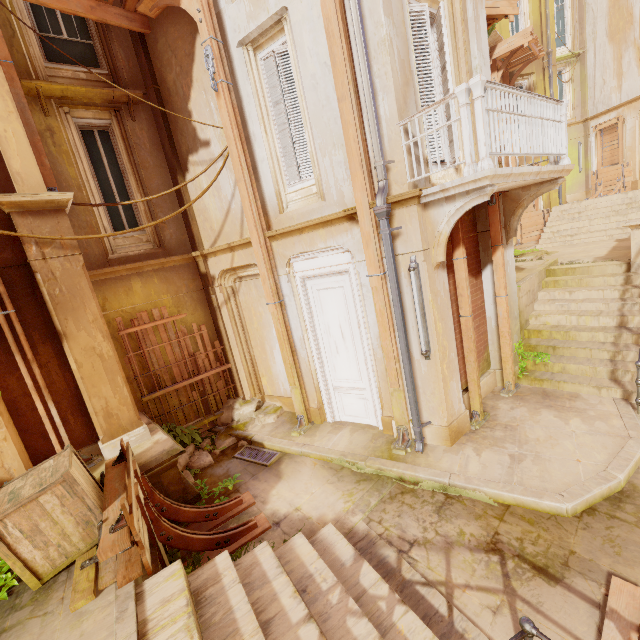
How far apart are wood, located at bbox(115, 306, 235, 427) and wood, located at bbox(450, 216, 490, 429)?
5.8m

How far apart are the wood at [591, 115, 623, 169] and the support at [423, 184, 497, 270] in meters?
21.1 m

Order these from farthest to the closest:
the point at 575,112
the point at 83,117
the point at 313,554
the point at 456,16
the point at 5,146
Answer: the point at 575,112, the point at 83,117, the point at 456,16, the point at 5,146, the point at 313,554

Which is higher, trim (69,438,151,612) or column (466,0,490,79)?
column (466,0,490,79)

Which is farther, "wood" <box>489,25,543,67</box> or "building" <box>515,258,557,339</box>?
"wood" <box>489,25,543,67</box>

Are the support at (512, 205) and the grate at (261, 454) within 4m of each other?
no

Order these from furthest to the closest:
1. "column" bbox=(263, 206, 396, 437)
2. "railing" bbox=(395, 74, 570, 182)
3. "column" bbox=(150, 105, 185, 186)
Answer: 1. "column" bbox=(150, 105, 185, 186)
2. "column" bbox=(263, 206, 396, 437)
3. "railing" bbox=(395, 74, 570, 182)

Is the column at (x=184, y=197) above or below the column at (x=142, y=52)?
below
